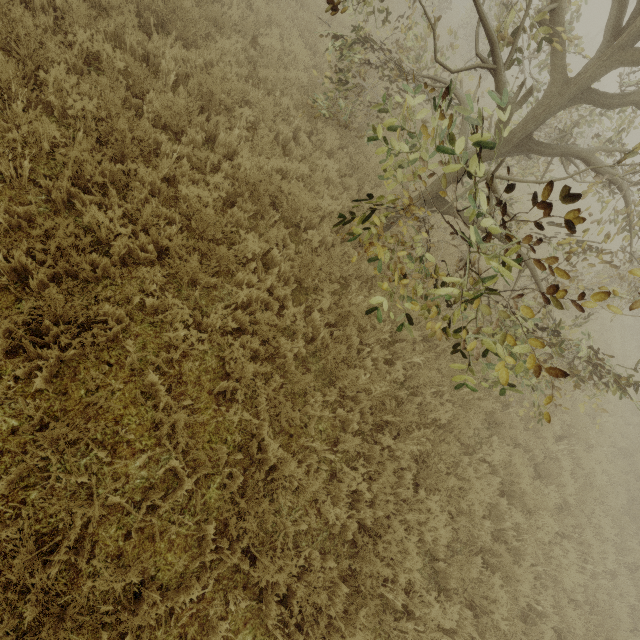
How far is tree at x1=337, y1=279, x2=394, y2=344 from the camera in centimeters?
285cm

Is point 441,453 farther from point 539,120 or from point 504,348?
point 539,120

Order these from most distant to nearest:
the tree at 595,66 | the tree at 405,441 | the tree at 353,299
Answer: the tree at 405,441, the tree at 353,299, the tree at 595,66

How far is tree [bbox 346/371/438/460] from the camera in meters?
4.9

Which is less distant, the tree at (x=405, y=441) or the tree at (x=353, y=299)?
the tree at (x=353, y=299)

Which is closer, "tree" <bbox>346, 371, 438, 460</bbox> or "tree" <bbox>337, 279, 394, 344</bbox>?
"tree" <bbox>337, 279, 394, 344</bbox>

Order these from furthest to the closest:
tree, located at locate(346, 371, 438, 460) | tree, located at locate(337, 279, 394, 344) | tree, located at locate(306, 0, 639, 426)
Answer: tree, located at locate(346, 371, 438, 460) < tree, located at locate(337, 279, 394, 344) < tree, located at locate(306, 0, 639, 426)

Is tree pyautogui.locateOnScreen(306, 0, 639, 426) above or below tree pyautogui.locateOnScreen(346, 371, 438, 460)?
above
